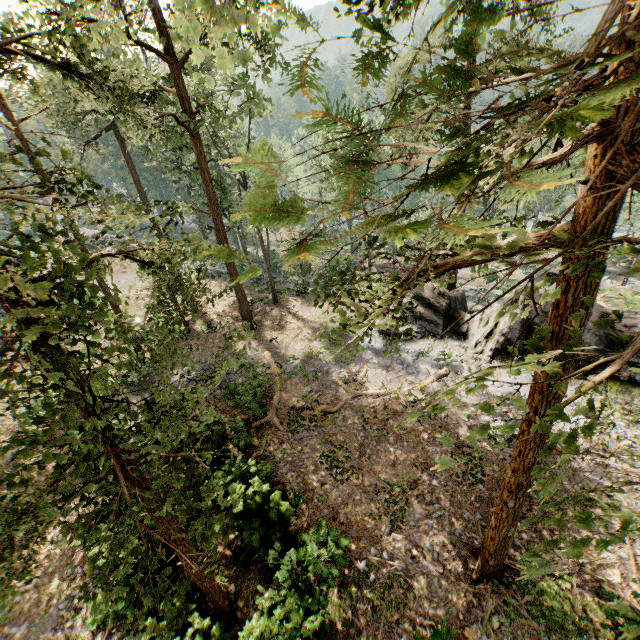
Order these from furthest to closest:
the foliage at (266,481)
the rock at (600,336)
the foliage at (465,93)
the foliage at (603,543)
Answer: the rock at (600,336)
the foliage at (266,481)
the foliage at (603,543)
the foliage at (465,93)

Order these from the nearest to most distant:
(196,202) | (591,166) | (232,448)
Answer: (591,166) < (232,448) < (196,202)

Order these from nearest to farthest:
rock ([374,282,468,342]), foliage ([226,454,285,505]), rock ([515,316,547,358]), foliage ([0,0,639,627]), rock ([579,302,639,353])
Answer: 1. foliage ([0,0,639,627])
2. foliage ([226,454,285,505])
3. rock ([579,302,639,353])
4. rock ([515,316,547,358])
5. rock ([374,282,468,342])

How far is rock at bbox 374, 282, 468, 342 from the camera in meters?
21.8

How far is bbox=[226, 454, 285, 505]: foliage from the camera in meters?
11.8 m

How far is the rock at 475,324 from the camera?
19.1 meters
